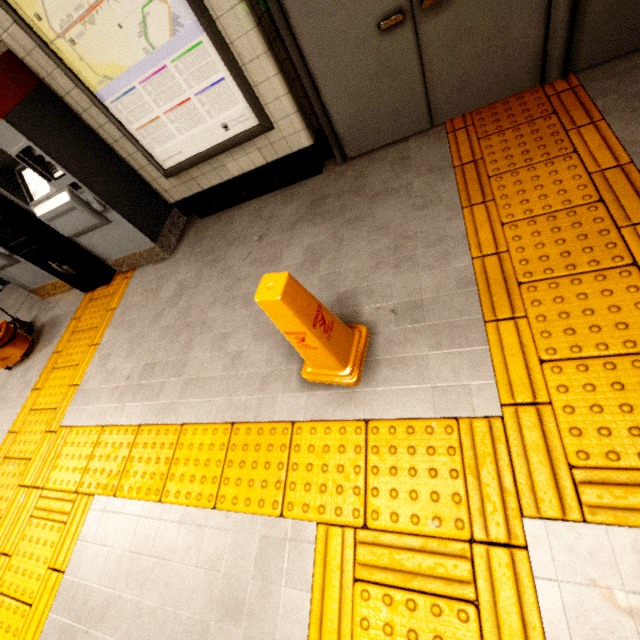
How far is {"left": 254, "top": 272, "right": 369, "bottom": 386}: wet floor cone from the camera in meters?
1.4

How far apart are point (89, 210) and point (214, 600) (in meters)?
3.34

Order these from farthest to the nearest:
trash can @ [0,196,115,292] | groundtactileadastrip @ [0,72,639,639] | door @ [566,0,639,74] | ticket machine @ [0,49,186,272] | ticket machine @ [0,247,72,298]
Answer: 1. ticket machine @ [0,247,72,298]
2. trash can @ [0,196,115,292]
3. ticket machine @ [0,49,186,272]
4. door @ [566,0,639,74]
5. groundtactileadastrip @ [0,72,639,639]

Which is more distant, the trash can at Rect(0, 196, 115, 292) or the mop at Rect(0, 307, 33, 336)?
the mop at Rect(0, 307, 33, 336)

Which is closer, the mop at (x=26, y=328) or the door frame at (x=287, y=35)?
the door frame at (x=287, y=35)

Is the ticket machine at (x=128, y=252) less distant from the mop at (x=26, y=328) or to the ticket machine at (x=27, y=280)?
the ticket machine at (x=27, y=280)

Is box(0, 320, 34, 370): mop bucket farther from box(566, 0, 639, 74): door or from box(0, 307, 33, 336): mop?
box(566, 0, 639, 74): door

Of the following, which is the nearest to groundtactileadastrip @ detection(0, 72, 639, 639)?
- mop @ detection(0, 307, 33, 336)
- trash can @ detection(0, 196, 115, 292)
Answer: trash can @ detection(0, 196, 115, 292)
